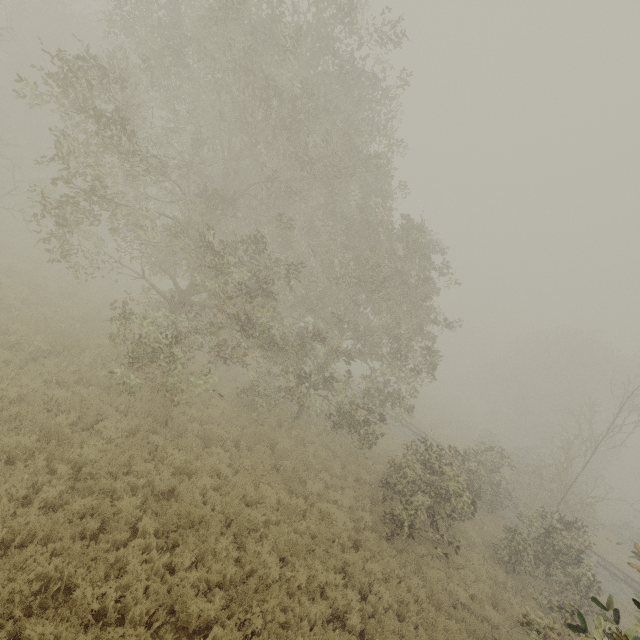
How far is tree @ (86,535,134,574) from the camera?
6.1m

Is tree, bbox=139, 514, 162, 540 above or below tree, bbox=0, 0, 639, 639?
below

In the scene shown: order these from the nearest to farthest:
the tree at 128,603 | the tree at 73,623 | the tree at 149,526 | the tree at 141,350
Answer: the tree at 73,623
the tree at 128,603
the tree at 149,526
the tree at 141,350

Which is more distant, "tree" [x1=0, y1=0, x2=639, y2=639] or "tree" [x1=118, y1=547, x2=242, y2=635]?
"tree" [x1=0, y1=0, x2=639, y2=639]

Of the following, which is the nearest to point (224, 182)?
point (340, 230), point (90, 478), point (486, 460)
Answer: point (340, 230)

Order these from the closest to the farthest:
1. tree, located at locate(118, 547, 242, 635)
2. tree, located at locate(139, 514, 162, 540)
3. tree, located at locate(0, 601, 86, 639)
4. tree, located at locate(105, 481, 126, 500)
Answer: tree, located at locate(0, 601, 86, 639), tree, located at locate(118, 547, 242, 635), tree, located at locate(139, 514, 162, 540), tree, located at locate(105, 481, 126, 500)

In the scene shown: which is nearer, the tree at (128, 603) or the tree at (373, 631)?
the tree at (128, 603)
